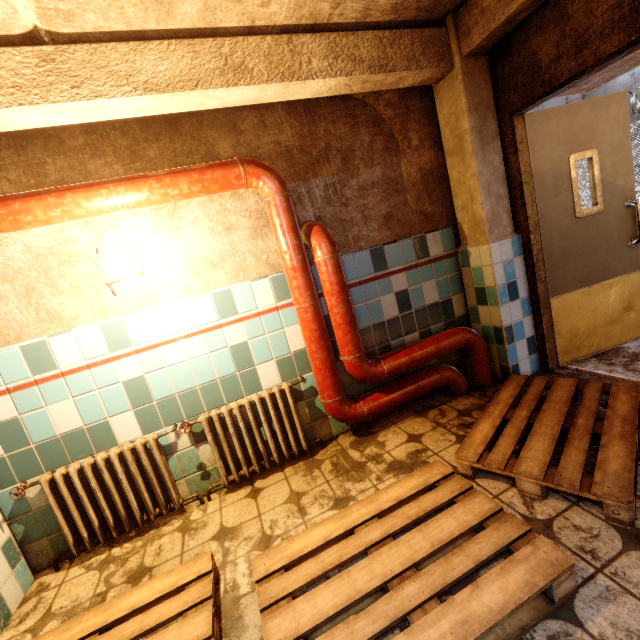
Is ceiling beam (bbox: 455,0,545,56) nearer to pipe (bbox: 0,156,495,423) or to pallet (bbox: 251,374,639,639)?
pipe (bbox: 0,156,495,423)

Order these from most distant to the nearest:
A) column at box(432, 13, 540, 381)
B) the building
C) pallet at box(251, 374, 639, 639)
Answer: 1. the building
2. column at box(432, 13, 540, 381)
3. pallet at box(251, 374, 639, 639)

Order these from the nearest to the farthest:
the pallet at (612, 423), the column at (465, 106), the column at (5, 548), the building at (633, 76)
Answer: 1. the pallet at (612, 423)
2. the column at (5, 548)
3. the column at (465, 106)
4. the building at (633, 76)

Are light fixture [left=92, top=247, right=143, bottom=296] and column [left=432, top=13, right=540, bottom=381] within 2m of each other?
no

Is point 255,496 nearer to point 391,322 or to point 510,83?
point 391,322

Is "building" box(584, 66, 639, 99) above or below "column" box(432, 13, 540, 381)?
above

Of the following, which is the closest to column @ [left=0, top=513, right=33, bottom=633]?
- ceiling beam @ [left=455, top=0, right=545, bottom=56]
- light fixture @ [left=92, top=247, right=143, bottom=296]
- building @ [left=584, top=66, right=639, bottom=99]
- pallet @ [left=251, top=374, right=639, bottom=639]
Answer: ceiling beam @ [left=455, top=0, right=545, bottom=56]

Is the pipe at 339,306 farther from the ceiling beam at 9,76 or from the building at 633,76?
the building at 633,76
